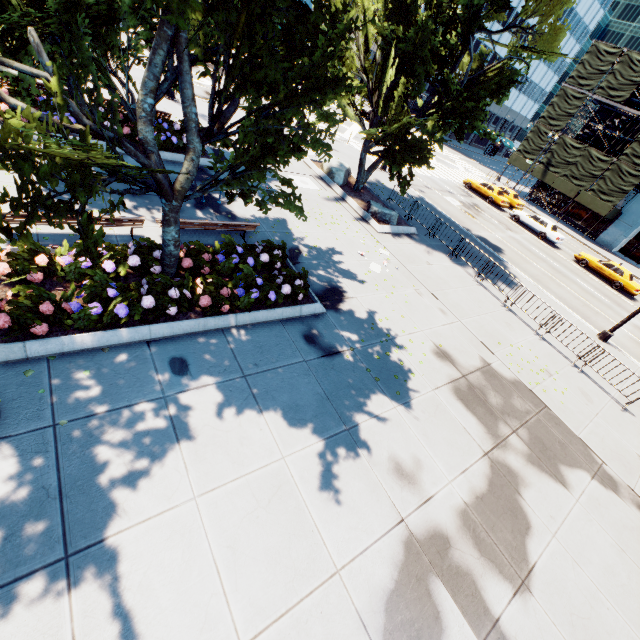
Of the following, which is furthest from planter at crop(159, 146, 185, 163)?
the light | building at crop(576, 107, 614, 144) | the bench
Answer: building at crop(576, 107, 614, 144)

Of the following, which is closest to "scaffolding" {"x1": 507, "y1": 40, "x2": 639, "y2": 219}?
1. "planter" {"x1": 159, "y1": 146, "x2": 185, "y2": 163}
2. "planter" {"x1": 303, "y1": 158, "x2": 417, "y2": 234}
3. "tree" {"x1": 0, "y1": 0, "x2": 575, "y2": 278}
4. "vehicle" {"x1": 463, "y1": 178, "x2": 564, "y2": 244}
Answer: "vehicle" {"x1": 463, "y1": 178, "x2": 564, "y2": 244}

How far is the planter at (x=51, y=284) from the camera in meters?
6.7 m

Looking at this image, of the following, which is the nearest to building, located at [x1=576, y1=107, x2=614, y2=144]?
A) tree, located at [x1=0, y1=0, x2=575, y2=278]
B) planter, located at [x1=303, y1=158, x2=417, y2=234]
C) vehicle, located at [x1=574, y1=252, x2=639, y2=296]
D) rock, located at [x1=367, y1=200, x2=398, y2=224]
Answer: vehicle, located at [x1=574, y1=252, x2=639, y2=296]

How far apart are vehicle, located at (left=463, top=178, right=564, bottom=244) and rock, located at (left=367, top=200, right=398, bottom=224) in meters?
19.2 m

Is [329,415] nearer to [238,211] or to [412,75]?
[238,211]

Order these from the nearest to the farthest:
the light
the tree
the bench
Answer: the tree
the bench
the light

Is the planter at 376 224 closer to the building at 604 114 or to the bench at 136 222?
the bench at 136 222
